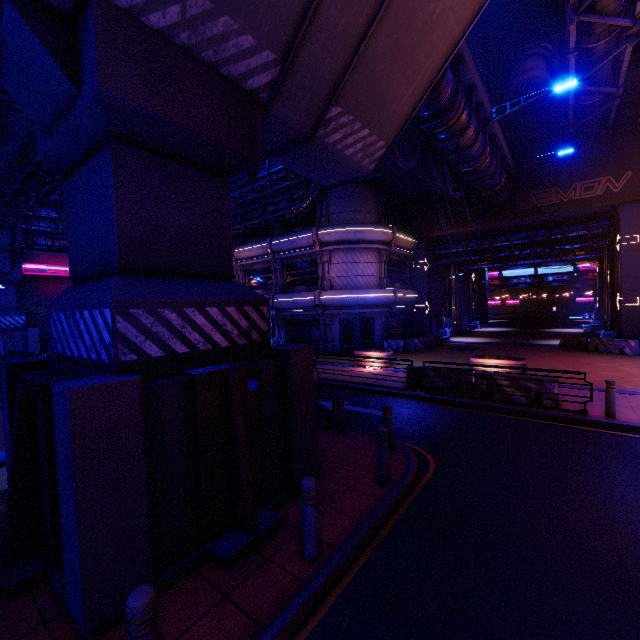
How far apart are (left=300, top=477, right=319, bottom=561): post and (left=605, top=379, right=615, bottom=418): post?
9.4m

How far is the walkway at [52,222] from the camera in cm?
2423

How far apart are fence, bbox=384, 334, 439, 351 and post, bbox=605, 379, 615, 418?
14.0m

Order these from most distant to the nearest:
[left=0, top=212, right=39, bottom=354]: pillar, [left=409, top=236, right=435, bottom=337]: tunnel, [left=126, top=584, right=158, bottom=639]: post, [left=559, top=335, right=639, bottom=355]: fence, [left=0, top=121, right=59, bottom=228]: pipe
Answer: [left=409, top=236, right=435, bottom=337]: tunnel < [left=0, top=212, right=39, bottom=354]: pillar < [left=559, top=335, right=639, bottom=355]: fence < [left=0, top=121, right=59, bottom=228]: pipe < [left=126, top=584, right=158, bottom=639]: post

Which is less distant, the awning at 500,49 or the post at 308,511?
the post at 308,511

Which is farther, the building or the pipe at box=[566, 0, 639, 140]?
the building

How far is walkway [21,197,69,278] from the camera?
24.23m

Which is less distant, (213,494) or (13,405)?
(213,494)
